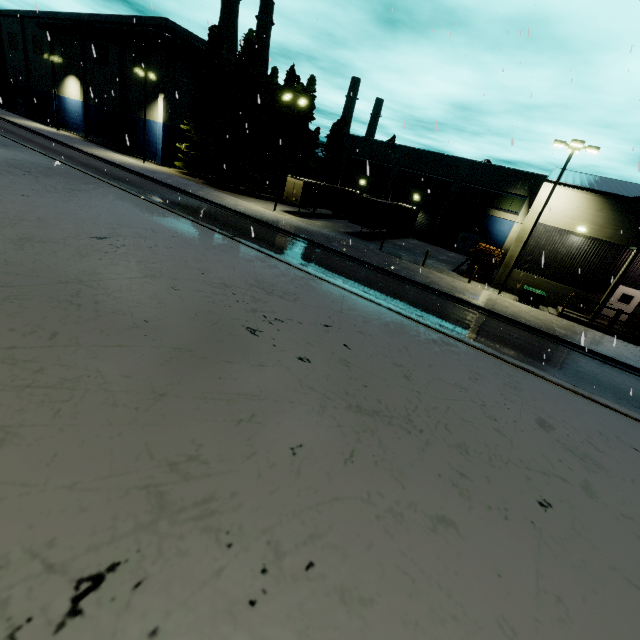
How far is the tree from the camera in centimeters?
3544cm

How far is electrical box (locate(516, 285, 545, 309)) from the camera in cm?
2208

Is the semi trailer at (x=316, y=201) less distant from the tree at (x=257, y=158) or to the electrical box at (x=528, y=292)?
the electrical box at (x=528, y=292)

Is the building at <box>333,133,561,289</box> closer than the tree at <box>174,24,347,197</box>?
Yes

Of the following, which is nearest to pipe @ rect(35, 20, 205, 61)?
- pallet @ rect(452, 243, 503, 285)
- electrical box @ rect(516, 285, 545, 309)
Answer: pallet @ rect(452, 243, 503, 285)

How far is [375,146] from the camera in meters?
41.9 m

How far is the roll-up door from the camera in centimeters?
4047cm

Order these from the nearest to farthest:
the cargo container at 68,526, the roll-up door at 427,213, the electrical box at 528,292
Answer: the cargo container at 68,526 < the electrical box at 528,292 < the roll-up door at 427,213
